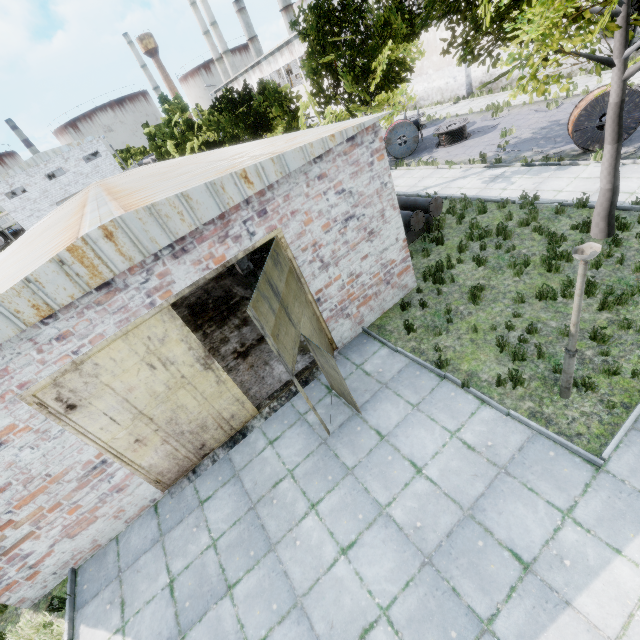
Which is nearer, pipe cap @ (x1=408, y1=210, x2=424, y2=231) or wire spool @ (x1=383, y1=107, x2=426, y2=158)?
pipe cap @ (x1=408, y1=210, x2=424, y2=231)

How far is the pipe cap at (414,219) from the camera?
11.4 meters

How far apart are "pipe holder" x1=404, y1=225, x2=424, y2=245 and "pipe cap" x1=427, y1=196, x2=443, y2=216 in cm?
47

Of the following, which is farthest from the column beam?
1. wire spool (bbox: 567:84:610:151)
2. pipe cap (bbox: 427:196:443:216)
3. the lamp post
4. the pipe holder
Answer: wire spool (bbox: 567:84:610:151)

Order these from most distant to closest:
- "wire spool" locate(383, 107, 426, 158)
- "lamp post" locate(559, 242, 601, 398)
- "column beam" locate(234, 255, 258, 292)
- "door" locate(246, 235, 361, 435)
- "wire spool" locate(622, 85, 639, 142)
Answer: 1. "wire spool" locate(383, 107, 426, 158)
2. "column beam" locate(234, 255, 258, 292)
3. "wire spool" locate(622, 85, 639, 142)
4. "door" locate(246, 235, 361, 435)
5. "lamp post" locate(559, 242, 601, 398)

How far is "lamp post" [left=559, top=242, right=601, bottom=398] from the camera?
4.3m

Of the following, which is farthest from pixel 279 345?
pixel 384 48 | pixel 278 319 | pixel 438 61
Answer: pixel 438 61

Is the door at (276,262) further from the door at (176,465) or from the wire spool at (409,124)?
the wire spool at (409,124)
